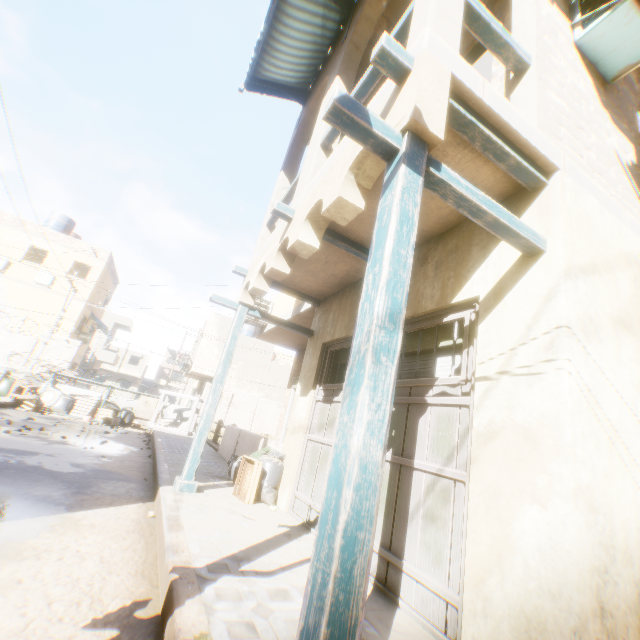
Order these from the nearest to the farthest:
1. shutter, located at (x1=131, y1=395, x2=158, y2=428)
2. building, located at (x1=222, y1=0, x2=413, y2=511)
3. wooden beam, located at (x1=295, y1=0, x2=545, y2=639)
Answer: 1. wooden beam, located at (x1=295, y1=0, x2=545, y2=639)
2. building, located at (x1=222, y1=0, x2=413, y2=511)
3. shutter, located at (x1=131, y1=395, x2=158, y2=428)

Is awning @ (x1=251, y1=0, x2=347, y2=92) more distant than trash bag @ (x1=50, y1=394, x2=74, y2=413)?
No

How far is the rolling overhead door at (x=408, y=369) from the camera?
4.1 meters

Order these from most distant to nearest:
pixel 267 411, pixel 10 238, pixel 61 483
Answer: pixel 267 411 → pixel 10 238 → pixel 61 483

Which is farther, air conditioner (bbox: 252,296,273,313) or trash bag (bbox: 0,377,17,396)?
trash bag (bbox: 0,377,17,396)

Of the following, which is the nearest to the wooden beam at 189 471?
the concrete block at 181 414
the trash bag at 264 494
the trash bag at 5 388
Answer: the trash bag at 264 494

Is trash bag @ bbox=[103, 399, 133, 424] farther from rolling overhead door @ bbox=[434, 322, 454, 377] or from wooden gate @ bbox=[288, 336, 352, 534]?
wooden gate @ bbox=[288, 336, 352, 534]

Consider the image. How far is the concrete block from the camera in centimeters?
1516cm
